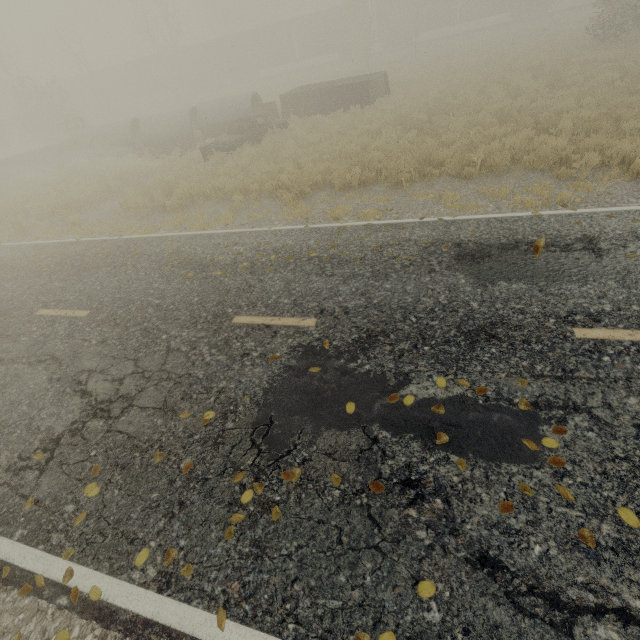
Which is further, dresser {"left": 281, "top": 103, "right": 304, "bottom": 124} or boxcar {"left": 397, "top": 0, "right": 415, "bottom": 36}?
boxcar {"left": 397, "top": 0, "right": 415, "bottom": 36}

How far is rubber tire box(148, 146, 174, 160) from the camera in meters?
18.6

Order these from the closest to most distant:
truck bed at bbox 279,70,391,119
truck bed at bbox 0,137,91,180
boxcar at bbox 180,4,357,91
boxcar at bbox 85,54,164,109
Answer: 1. truck bed at bbox 279,70,391,119
2. truck bed at bbox 0,137,91,180
3. boxcar at bbox 180,4,357,91
4. boxcar at bbox 85,54,164,109

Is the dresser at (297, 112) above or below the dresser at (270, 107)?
below

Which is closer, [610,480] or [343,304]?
[610,480]

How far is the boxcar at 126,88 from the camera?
41.1 meters

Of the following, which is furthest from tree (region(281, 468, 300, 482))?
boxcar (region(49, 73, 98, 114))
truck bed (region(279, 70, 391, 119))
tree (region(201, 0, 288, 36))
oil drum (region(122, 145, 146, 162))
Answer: tree (region(201, 0, 288, 36))

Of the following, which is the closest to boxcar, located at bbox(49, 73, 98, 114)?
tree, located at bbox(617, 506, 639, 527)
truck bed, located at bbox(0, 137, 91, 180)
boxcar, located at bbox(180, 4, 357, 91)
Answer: boxcar, located at bbox(180, 4, 357, 91)
